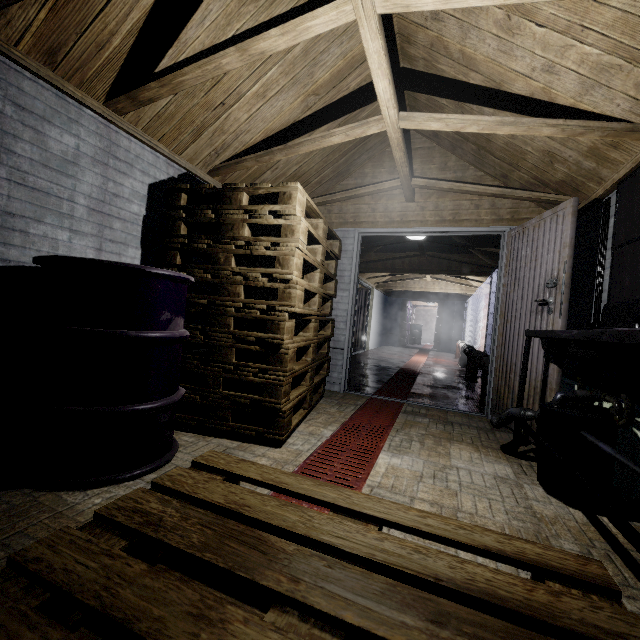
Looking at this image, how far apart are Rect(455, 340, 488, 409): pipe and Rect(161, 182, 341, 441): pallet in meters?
1.8 m

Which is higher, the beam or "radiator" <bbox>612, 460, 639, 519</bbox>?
the beam

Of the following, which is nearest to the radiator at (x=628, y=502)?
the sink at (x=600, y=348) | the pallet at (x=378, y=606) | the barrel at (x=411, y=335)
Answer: the sink at (x=600, y=348)

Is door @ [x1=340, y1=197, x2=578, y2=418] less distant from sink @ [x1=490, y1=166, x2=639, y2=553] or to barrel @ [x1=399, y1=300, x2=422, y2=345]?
sink @ [x1=490, y1=166, x2=639, y2=553]

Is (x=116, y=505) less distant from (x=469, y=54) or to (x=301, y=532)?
(x=301, y=532)

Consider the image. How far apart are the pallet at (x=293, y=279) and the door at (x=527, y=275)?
0.4m

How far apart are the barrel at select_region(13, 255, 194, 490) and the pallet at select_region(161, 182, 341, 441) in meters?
0.1 m

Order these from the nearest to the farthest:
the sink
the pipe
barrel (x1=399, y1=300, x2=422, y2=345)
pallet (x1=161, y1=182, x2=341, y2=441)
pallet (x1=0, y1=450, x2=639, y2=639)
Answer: pallet (x1=0, y1=450, x2=639, y2=639), the sink, pallet (x1=161, y1=182, x2=341, y2=441), the pipe, barrel (x1=399, y1=300, x2=422, y2=345)
